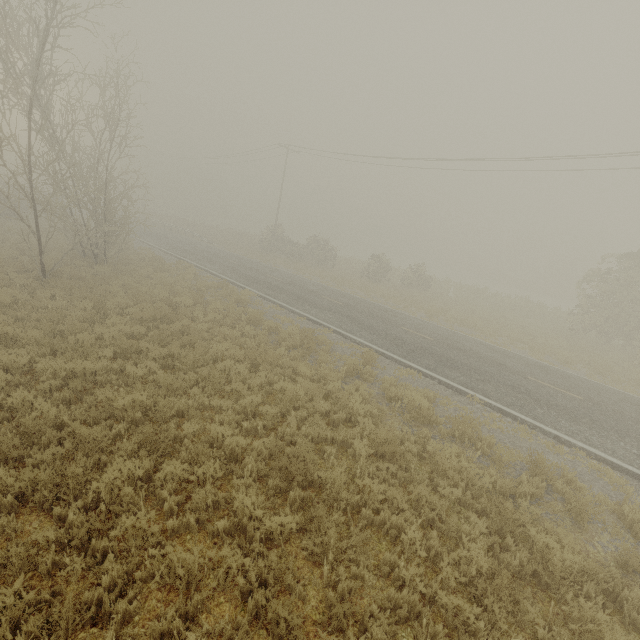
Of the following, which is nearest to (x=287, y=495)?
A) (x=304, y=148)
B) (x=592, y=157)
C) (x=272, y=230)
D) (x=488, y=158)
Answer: (x=488, y=158)
